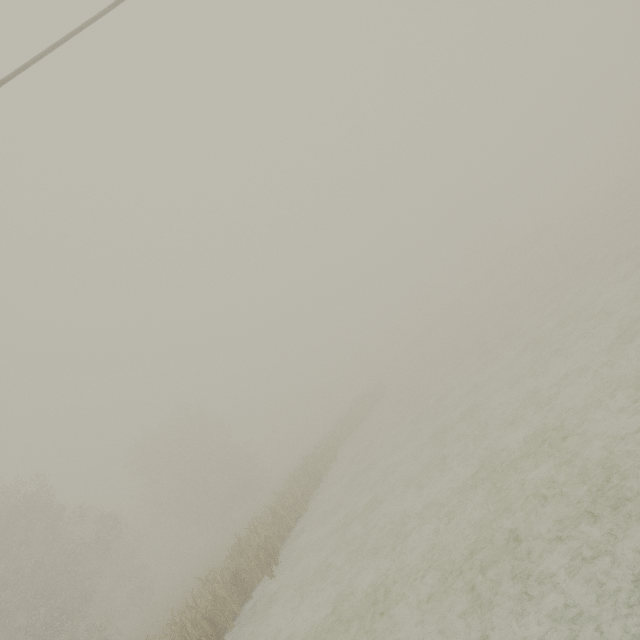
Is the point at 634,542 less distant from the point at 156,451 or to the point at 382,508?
the point at 382,508
